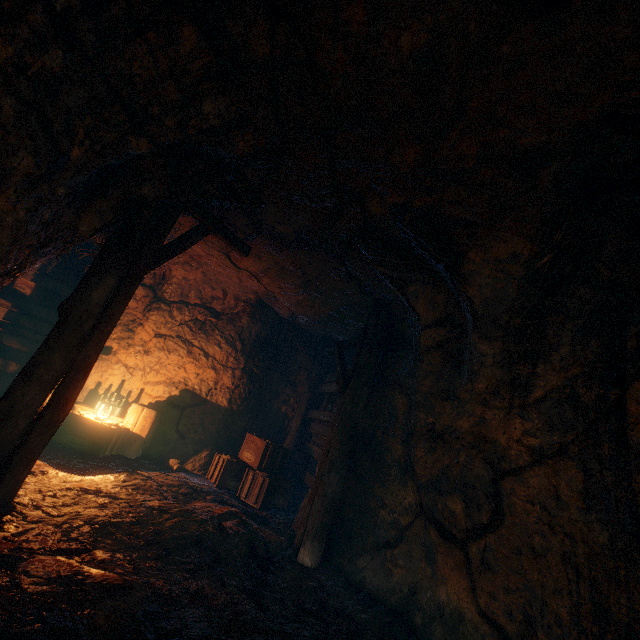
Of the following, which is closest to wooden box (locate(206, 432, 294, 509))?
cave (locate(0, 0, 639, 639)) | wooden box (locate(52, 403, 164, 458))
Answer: cave (locate(0, 0, 639, 639))

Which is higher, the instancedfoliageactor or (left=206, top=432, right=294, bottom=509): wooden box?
(left=206, top=432, right=294, bottom=509): wooden box

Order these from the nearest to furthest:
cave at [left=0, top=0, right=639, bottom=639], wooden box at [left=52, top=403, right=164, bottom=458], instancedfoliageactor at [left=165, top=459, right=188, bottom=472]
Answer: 1. cave at [left=0, top=0, right=639, bottom=639]
2. wooden box at [left=52, top=403, right=164, bottom=458]
3. instancedfoliageactor at [left=165, top=459, right=188, bottom=472]

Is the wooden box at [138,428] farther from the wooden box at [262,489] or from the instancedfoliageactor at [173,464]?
the wooden box at [262,489]

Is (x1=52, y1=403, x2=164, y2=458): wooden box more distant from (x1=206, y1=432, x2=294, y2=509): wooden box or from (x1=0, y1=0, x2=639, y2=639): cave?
(x1=206, y1=432, x2=294, y2=509): wooden box

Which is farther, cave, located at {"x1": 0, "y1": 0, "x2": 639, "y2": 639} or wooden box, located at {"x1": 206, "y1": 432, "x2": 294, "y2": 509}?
wooden box, located at {"x1": 206, "y1": 432, "x2": 294, "y2": 509}

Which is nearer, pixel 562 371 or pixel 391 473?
pixel 562 371
